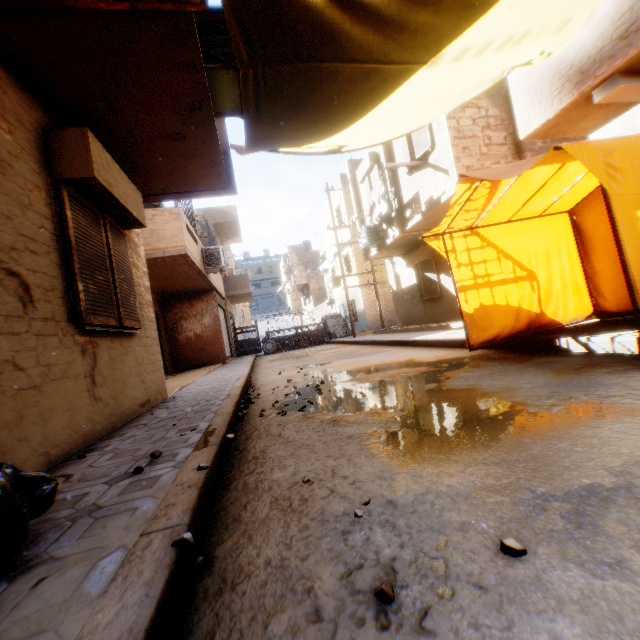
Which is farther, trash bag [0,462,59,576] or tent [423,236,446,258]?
tent [423,236,446,258]

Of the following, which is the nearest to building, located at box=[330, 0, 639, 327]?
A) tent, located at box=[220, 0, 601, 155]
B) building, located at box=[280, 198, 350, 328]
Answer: tent, located at box=[220, 0, 601, 155]

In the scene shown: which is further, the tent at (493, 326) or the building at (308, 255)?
the building at (308, 255)

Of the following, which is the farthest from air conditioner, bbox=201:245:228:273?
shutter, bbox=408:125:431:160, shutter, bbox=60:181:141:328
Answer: shutter, bbox=60:181:141:328

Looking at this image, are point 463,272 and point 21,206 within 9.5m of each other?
yes

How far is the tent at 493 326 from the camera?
5.6m

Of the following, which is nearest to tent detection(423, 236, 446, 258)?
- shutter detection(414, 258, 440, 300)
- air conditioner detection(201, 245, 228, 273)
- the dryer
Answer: the dryer

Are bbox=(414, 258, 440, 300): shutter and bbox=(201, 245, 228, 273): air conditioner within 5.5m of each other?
no
